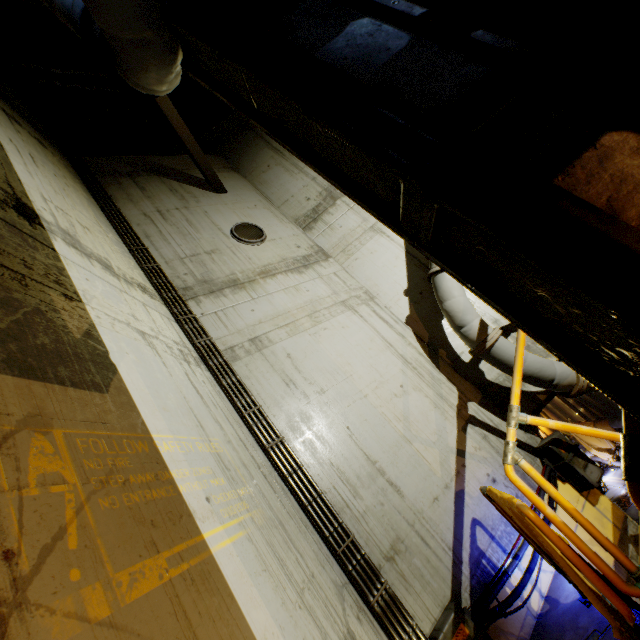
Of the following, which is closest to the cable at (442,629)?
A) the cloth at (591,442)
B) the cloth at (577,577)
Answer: the cloth at (577,577)

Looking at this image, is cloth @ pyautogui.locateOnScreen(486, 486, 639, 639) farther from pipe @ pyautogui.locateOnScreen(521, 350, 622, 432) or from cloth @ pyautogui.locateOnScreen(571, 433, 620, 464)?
cloth @ pyautogui.locateOnScreen(571, 433, 620, 464)

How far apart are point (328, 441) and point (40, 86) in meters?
13.7 m

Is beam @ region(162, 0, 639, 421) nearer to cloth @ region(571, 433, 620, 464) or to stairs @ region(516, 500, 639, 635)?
stairs @ region(516, 500, 639, 635)

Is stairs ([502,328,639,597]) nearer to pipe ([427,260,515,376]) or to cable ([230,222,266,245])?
pipe ([427,260,515,376])

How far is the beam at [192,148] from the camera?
6.4 meters

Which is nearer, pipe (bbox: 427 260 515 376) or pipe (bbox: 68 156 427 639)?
pipe (bbox: 68 156 427 639)

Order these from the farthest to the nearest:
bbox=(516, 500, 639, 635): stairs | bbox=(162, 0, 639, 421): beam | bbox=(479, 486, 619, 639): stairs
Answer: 1. bbox=(479, 486, 619, 639): stairs
2. bbox=(516, 500, 639, 635): stairs
3. bbox=(162, 0, 639, 421): beam
